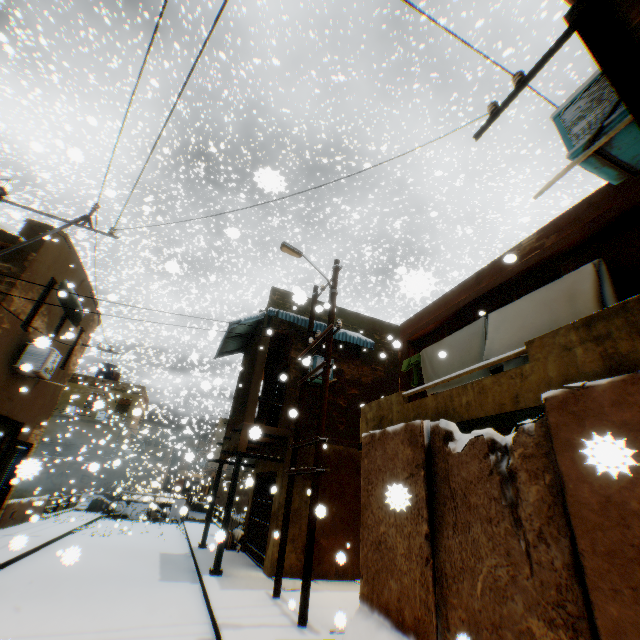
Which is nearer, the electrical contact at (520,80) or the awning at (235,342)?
the electrical contact at (520,80)

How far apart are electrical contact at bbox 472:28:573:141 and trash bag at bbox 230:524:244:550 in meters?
15.2 m

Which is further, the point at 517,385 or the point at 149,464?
the point at 149,464

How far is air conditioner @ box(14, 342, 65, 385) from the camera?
9.5 meters

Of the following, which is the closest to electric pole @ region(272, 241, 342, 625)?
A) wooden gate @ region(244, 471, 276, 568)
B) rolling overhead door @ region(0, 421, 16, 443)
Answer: rolling overhead door @ region(0, 421, 16, 443)

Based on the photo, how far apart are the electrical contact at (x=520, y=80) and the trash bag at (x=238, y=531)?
15.2 meters

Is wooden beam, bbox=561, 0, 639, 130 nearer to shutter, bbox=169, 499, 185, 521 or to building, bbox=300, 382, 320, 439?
building, bbox=300, 382, 320, 439

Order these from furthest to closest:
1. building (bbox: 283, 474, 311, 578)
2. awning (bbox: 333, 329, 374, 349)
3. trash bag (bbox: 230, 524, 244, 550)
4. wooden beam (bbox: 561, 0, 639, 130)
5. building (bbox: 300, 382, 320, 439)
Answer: trash bag (bbox: 230, 524, 244, 550) → awning (bbox: 333, 329, 374, 349) → building (bbox: 300, 382, 320, 439) → building (bbox: 283, 474, 311, 578) → wooden beam (bbox: 561, 0, 639, 130)
